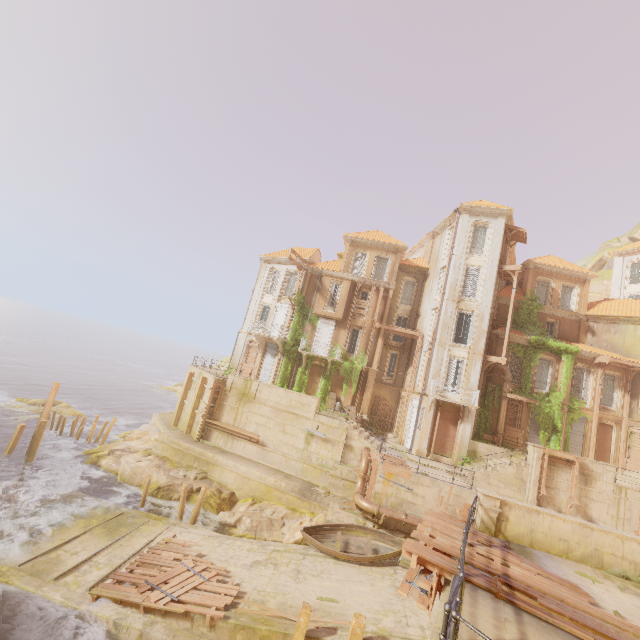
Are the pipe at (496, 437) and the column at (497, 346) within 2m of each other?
yes

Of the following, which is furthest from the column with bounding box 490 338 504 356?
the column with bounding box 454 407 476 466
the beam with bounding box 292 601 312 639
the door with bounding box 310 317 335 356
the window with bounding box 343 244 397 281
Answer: the beam with bounding box 292 601 312 639

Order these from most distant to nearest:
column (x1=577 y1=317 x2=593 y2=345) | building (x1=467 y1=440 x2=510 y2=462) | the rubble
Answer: column (x1=577 y1=317 x2=593 y2=345)
building (x1=467 y1=440 x2=510 y2=462)
the rubble

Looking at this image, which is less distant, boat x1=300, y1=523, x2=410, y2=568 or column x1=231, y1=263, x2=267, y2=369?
boat x1=300, y1=523, x2=410, y2=568

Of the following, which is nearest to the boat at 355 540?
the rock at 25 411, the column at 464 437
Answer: the column at 464 437

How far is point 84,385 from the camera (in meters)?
53.03

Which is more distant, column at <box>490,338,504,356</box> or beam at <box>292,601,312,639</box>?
column at <box>490,338,504,356</box>

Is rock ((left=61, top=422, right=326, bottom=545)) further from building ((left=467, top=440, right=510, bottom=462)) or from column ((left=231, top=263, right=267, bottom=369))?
building ((left=467, top=440, right=510, bottom=462))
